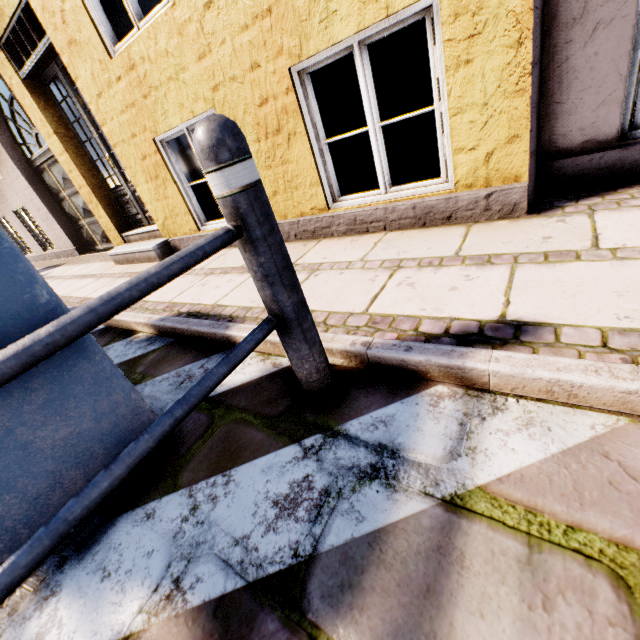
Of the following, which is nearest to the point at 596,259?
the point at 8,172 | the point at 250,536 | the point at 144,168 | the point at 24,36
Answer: the point at 250,536

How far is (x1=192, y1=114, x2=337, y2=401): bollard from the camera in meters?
0.9

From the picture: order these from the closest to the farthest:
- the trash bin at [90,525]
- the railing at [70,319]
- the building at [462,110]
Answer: the railing at [70,319]
the trash bin at [90,525]
the building at [462,110]

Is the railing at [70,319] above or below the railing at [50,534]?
above

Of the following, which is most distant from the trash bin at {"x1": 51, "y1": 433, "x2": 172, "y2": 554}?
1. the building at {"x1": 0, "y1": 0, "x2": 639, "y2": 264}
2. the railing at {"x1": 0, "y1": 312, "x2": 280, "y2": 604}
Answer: the building at {"x1": 0, "y1": 0, "x2": 639, "y2": 264}

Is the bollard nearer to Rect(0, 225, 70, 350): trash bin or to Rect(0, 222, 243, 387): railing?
Rect(0, 222, 243, 387): railing

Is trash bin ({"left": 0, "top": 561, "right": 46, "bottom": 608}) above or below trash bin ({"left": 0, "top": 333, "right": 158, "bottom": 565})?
below

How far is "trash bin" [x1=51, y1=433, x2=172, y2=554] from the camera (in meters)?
1.17
